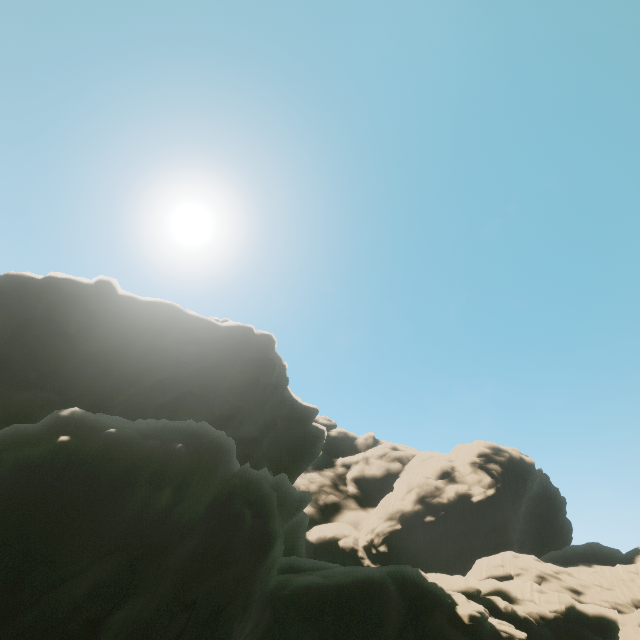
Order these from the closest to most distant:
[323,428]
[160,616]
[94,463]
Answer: [160,616] < [94,463] < [323,428]
